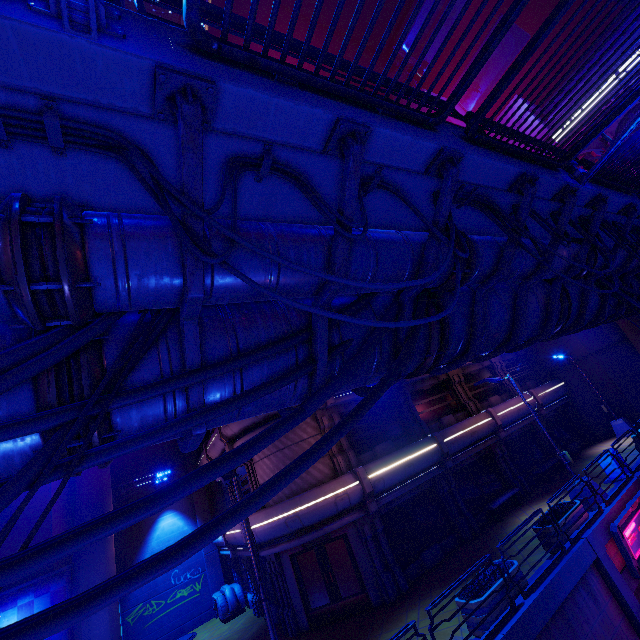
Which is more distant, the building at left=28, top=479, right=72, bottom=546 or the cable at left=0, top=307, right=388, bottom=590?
the building at left=28, top=479, right=72, bottom=546

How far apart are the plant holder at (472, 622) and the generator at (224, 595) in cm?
1508

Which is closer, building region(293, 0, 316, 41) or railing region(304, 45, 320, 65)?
railing region(304, 45, 320, 65)

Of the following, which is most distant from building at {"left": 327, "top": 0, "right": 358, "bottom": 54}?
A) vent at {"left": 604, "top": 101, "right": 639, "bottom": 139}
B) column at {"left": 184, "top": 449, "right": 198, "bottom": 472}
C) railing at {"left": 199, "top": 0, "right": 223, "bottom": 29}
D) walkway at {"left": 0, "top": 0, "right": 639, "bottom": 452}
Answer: column at {"left": 184, "top": 449, "right": 198, "bottom": 472}

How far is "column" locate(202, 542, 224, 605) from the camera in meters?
20.2 m

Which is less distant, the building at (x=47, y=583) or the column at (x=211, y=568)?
the building at (x=47, y=583)

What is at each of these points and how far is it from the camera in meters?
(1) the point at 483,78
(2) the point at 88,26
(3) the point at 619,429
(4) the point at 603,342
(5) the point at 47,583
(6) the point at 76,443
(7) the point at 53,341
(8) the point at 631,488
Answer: (1) building, 37.2
(2) street light, 1.9
(3) street light, 20.8
(4) building, 22.6
(5) building, 13.5
(6) walkway, 2.8
(7) cable, 2.7
(8) beam, 12.4

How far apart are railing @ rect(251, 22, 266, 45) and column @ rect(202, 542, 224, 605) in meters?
25.3 m
